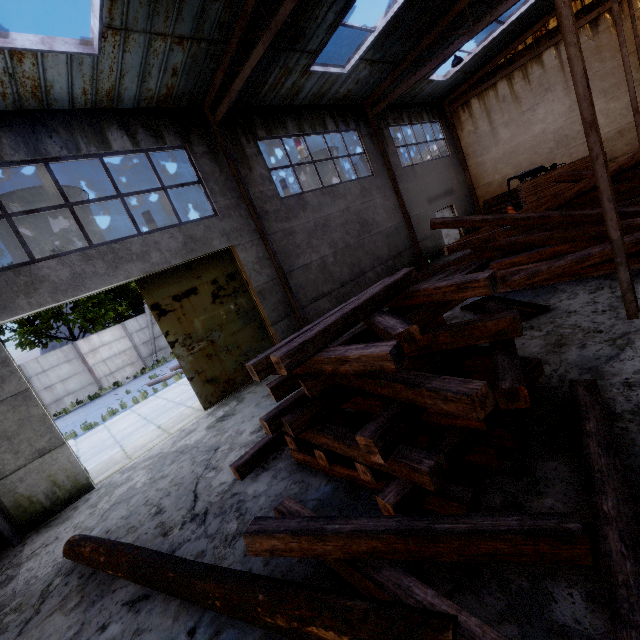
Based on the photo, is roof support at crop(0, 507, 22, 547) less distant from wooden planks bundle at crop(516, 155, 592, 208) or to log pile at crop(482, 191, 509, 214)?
wooden planks bundle at crop(516, 155, 592, 208)

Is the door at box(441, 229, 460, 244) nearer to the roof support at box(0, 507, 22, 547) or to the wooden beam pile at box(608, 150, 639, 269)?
the wooden beam pile at box(608, 150, 639, 269)

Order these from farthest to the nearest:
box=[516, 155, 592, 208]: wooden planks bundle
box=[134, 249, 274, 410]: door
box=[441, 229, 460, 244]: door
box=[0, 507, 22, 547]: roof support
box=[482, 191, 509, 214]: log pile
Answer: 1. box=[441, 229, 460, 244]: door
2. box=[482, 191, 509, 214]: log pile
3. box=[516, 155, 592, 208]: wooden planks bundle
4. box=[134, 249, 274, 410]: door
5. box=[0, 507, 22, 547]: roof support

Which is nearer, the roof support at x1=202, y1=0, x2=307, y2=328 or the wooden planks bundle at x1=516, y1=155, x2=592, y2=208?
the roof support at x1=202, y1=0, x2=307, y2=328

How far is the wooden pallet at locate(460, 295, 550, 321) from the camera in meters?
6.0

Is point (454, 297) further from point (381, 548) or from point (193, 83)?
point (193, 83)

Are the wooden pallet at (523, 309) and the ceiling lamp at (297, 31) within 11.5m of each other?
yes

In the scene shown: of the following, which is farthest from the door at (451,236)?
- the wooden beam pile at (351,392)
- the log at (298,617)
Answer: the log at (298,617)
